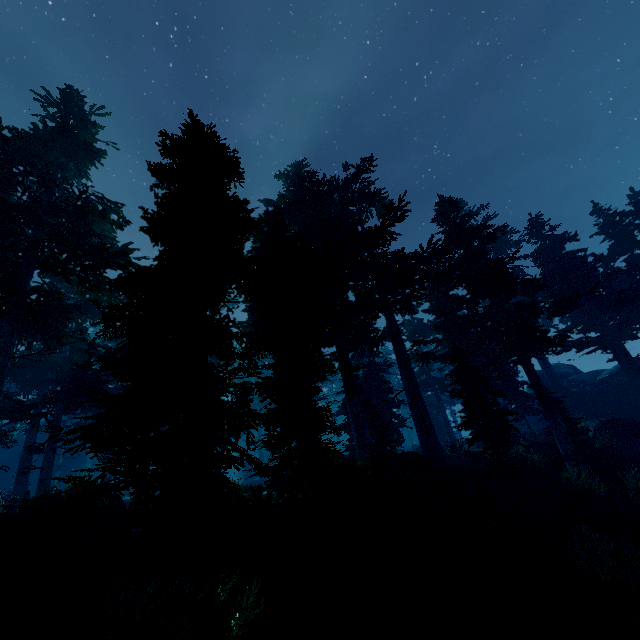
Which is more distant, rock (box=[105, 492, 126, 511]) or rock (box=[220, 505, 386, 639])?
rock (box=[105, 492, 126, 511])

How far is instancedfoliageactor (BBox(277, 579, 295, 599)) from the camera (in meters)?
6.88

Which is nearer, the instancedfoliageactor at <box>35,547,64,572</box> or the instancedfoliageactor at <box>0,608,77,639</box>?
the instancedfoliageactor at <box>0,608,77,639</box>

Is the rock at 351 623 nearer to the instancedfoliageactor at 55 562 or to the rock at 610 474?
the instancedfoliageactor at 55 562

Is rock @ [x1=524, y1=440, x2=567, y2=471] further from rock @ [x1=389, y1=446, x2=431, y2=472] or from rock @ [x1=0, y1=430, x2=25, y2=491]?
rock @ [x1=0, y1=430, x2=25, y2=491]

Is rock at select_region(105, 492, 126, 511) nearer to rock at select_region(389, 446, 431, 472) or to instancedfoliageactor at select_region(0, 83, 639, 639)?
instancedfoliageactor at select_region(0, 83, 639, 639)

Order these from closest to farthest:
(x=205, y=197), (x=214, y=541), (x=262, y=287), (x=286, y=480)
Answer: (x=214, y=541) < (x=286, y=480) < (x=262, y=287) < (x=205, y=197)

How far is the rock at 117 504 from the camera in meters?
13.5
